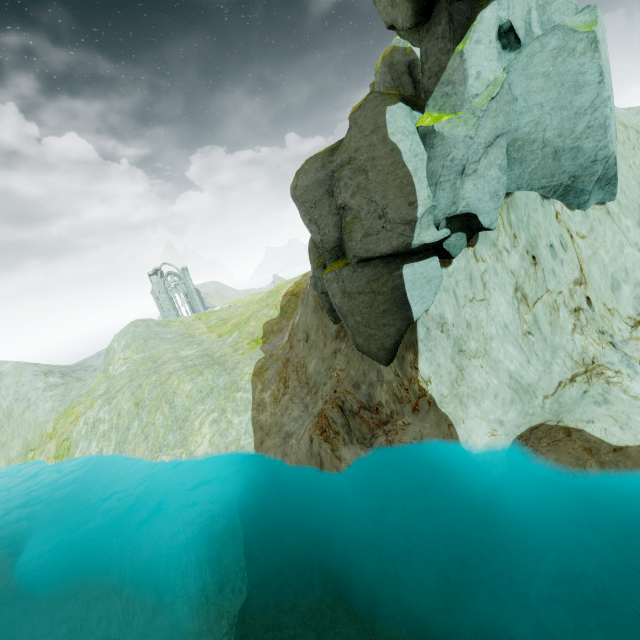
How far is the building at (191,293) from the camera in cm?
5753

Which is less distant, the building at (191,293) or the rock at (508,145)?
the rock at (508,145)

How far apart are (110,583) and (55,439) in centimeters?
1556cm

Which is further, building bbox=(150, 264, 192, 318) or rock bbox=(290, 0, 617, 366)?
building bbox=(150, 264, 192, 318)

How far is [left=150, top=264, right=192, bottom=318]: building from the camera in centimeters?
5753cm
